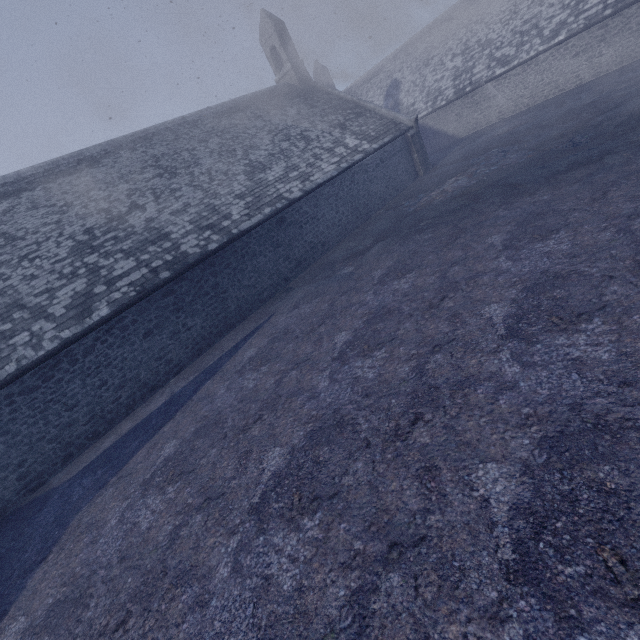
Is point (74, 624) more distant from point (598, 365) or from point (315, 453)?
point (598, 365)
